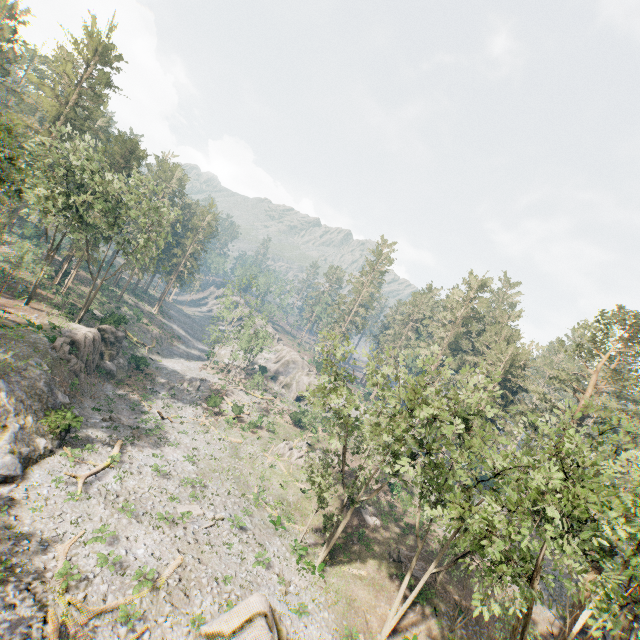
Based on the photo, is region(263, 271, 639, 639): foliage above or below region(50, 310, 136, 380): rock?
above

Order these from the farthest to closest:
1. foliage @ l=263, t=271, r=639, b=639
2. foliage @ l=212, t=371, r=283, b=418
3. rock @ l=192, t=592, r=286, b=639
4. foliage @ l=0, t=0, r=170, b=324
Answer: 1. foliage @ l=212, t=371, r=283, b=418
2. foliage @ l=0, t=0, r=170, b=324
3. rock @ l=192, t=592, r=286, b=639
4. foliage @ l=263, t=271, r=639, b=639

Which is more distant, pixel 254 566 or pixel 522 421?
pixel 254 566

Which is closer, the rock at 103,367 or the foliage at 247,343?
the rock at 103,367

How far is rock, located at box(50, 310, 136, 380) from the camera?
32.8m

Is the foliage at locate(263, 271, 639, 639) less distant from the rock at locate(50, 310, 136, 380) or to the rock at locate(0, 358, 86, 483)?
the rock at locate(0, 358, 86, 483)

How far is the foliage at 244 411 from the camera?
43.94m

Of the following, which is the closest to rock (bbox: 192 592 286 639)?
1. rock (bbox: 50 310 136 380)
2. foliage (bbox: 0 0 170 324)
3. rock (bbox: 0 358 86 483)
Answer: rock (bbox: 0 358 86 483)
